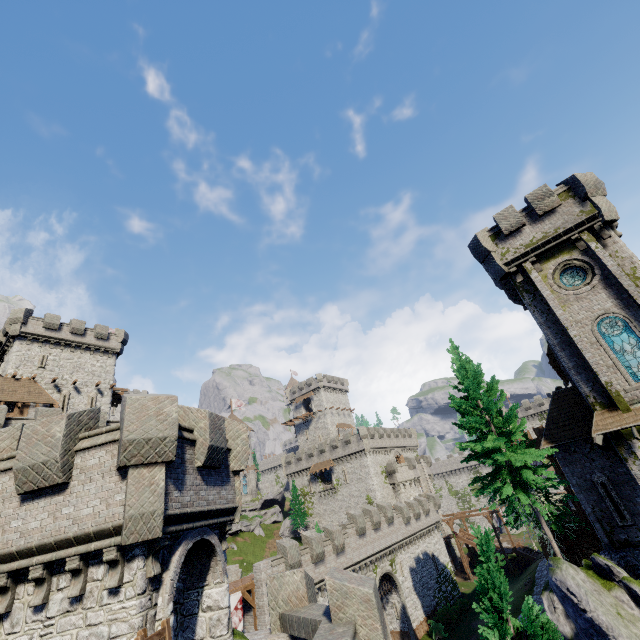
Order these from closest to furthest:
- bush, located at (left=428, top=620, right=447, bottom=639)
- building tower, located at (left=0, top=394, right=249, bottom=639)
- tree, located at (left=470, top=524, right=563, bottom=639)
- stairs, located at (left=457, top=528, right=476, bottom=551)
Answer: building tower, located at (left=0, top=394, right=249, bottom=639)
tree, located at (left=470, top=524, right=563, bottom=639)
bush, located at (left=428, top=620, right=447, bottom=639)
stairs, located at (left=457, top=528, right=476, bottom=551)

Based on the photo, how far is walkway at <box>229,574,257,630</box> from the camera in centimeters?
2267cm

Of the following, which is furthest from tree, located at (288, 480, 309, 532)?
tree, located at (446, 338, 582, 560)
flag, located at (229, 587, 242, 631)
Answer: tree, located at (446, 338, 582, 560)

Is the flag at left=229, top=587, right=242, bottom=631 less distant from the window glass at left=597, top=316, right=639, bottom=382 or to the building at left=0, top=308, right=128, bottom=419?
the building at left=0, top=308, right=128, bottom=419

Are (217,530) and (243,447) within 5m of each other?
yes

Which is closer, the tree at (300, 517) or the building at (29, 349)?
the building at (29, 349)

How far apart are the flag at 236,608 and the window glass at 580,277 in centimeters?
2969cm

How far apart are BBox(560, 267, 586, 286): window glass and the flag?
29.69m
